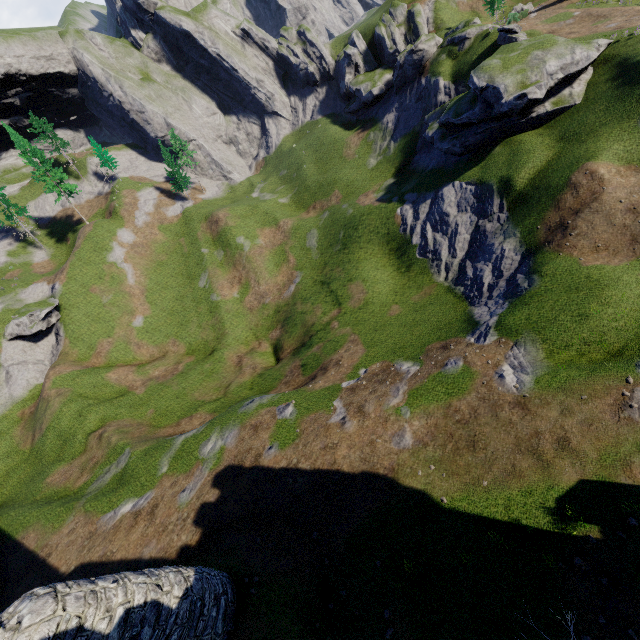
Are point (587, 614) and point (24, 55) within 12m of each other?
no
